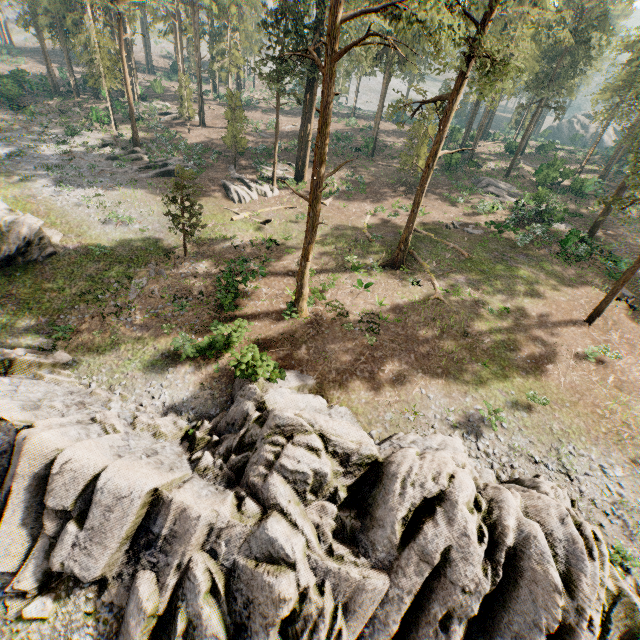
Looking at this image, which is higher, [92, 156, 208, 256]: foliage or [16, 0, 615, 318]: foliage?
[16, 0, 615, 318]: foliage

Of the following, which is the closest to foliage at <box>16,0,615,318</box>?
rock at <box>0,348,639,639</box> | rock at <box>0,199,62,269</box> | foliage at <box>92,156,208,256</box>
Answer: foliage at <box>92,156,208,256</box>

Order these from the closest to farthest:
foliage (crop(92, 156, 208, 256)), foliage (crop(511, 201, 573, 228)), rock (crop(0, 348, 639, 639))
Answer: rock (crop(0, 348, 639, 639)) → foliage (crop(92, 156, 208, 256)) → foliage (crop(511, 201, 573, 228))

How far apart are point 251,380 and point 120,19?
38.8m

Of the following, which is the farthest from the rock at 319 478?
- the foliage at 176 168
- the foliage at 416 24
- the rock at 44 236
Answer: the foliage at 176 168

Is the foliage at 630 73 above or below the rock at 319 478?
above

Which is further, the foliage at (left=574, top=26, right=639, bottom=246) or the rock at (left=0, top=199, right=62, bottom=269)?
the rock at (left=0, top=199, right=62, bottom=269)
